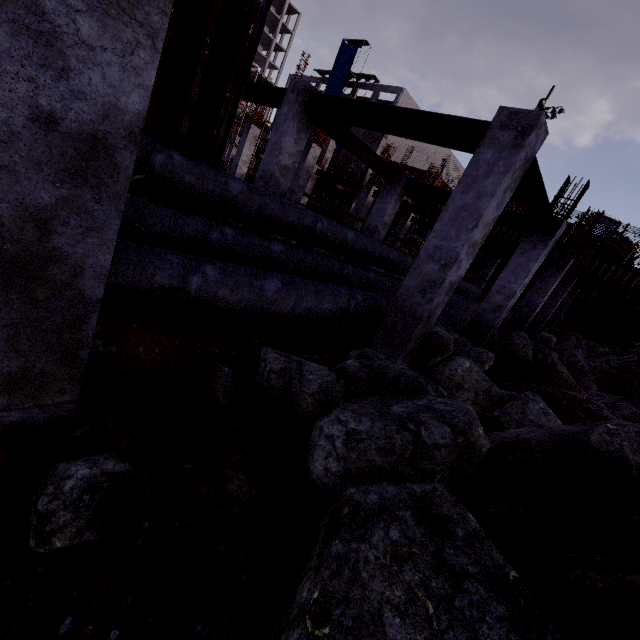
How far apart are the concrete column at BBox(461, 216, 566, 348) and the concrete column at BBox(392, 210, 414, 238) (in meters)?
13.25

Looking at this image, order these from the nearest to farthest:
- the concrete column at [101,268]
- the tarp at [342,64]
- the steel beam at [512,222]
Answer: the concrete column at [101,268] → the steel beam at [512,222] → the tarp at [342,64]

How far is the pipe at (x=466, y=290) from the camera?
14.20m

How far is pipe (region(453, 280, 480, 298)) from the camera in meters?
14.2

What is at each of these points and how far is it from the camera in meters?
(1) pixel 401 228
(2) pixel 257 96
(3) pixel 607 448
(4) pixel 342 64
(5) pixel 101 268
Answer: (1) concrete column, 21.8
(2) steel beam, 8.7
(3) compgrassrocksplants, 2.0
(4) tarp, 43.6
(5) concrete column, 1.7

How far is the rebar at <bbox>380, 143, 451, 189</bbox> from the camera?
17.6 meters

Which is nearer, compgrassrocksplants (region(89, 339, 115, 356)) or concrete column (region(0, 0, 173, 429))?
concrete column (region(0, 0, 173, 429))

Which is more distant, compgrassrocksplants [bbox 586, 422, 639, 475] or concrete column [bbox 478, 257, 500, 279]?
concrete column [bbox 478, 257, 500, 279]
